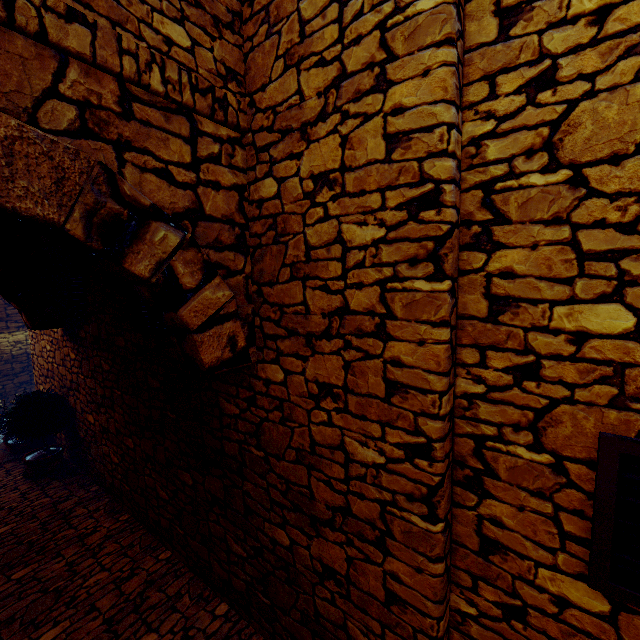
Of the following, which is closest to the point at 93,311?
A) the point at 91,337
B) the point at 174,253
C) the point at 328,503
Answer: the point at 91,337

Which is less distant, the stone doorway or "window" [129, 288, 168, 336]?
the stone doorway

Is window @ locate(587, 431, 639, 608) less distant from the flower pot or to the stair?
the flower pot

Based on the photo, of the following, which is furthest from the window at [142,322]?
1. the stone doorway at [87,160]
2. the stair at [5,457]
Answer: the stair at [5,457]

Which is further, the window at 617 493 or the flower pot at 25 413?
the flower pot at 25 413

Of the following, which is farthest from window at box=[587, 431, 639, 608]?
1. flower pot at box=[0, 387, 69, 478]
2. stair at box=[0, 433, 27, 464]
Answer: stair at box=[0, 433, 27, 464]

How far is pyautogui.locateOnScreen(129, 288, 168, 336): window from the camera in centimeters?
316cm

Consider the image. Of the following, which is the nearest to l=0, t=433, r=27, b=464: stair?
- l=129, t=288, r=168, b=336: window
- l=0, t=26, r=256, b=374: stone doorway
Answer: l=129, t=288, r=168, b=336: window
